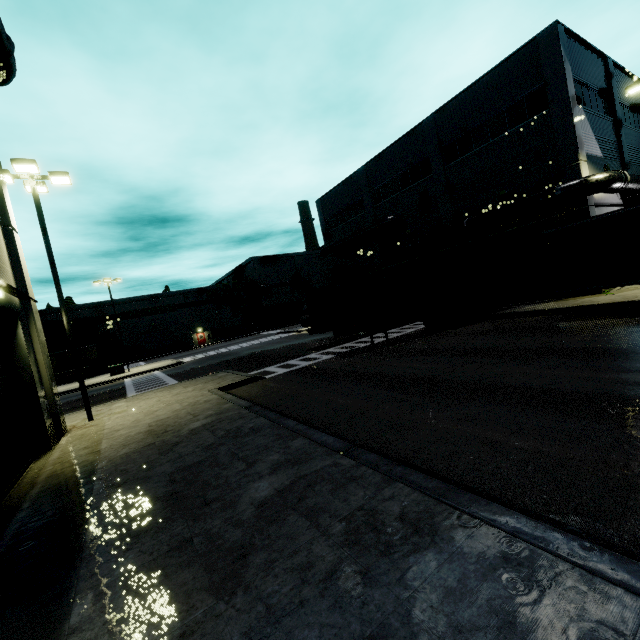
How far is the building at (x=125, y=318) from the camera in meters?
54.5

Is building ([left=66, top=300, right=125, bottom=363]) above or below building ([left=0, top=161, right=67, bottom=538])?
above

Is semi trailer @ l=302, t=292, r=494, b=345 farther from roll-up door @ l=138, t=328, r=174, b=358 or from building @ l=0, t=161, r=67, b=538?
roll-up door @ l=138, t=328, r=174, b=358

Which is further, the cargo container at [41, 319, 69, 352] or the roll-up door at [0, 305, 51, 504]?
the cargo container at [41, 319, 69, 352]

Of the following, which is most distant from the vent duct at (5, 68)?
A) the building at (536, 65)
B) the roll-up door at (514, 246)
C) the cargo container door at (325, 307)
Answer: the cargo container door at (325, 307)

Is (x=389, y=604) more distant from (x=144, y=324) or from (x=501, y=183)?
(x=144, y=324)

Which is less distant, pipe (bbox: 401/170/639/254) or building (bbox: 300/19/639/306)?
pipe (bbox: 401/170/639/254)

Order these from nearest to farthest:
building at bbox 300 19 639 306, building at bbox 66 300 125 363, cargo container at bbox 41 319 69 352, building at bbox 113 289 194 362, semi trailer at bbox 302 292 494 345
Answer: semi trailer at bbox 302 292 494 345
building at bbox 300 19 639 306
cargo container at bbox 41 319 69 352
building at bbox 66 300 125 363
building at bbox 113 289 194 362
